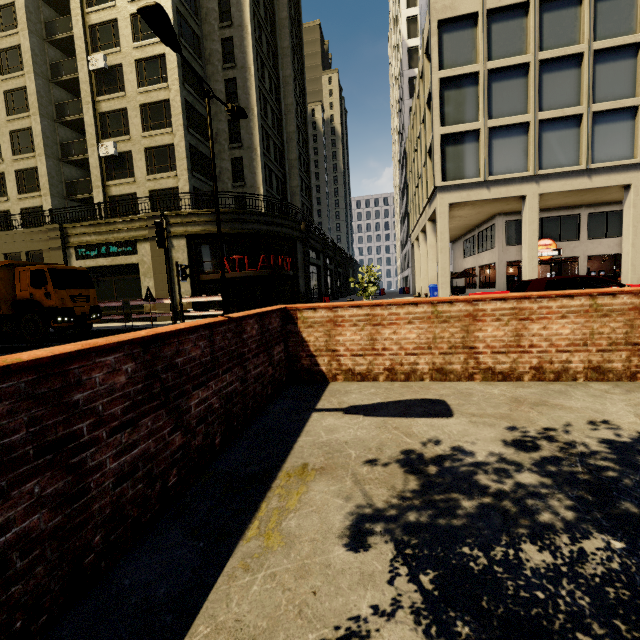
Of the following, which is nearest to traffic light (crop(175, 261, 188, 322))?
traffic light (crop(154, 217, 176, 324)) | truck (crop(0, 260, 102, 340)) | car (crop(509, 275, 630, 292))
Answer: traffic light (crop(154, 217, 176, 324))

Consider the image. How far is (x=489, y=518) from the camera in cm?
197

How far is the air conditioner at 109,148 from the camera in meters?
23.5 m

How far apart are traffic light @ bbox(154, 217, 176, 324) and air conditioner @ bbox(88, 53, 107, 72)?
22.4 meters

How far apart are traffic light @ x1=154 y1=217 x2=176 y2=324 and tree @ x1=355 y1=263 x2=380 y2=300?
13.5m

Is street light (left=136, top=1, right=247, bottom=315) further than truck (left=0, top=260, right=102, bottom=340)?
No

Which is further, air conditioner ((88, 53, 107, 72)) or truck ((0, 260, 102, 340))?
air conditioner ((88, 53, 107, 72))

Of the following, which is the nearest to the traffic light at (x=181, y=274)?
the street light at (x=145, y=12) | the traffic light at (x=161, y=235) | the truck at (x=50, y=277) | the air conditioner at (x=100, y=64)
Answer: the traffic light at (x=161, y=235)
